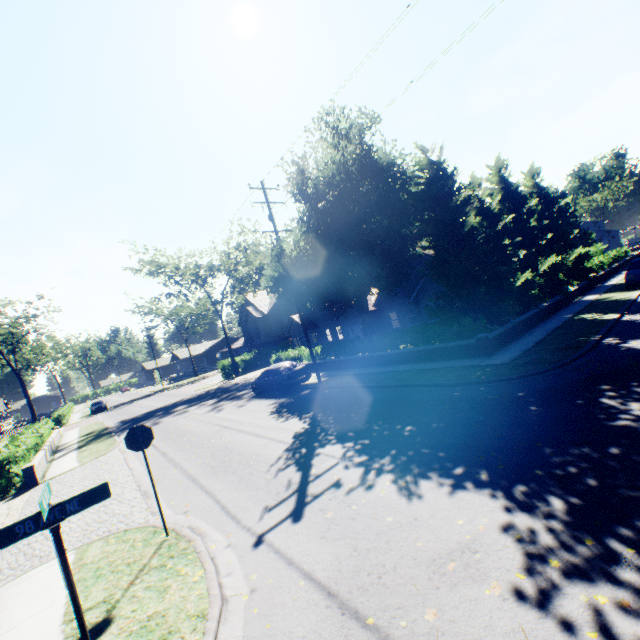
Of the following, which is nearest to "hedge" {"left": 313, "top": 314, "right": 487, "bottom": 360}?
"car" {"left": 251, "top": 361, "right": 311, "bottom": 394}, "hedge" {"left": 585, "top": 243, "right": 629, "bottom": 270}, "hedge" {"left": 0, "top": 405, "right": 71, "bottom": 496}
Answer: "car" {"left": 251, "top": 361, "right": 311, "bottom": 394}

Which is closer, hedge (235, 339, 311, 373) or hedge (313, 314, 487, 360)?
hedge (313, 314, 487, 360)

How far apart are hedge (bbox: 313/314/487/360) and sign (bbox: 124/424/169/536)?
13.04m

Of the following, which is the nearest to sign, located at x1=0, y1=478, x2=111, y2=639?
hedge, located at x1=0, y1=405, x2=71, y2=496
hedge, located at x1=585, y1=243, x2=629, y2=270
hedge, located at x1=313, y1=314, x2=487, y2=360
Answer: hedge, located at x1=313, y1=314, x2=487, y2=360

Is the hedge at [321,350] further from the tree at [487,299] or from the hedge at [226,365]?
the hedge at [226,365]

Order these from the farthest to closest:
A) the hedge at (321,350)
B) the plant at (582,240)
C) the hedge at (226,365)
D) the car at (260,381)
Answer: the plant at (582,240), the hedge at (226,365), the car at (260,381), the hedge at (321,350)

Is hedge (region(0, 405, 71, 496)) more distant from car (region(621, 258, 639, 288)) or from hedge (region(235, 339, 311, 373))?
car (region(621, 258, 639, 288))

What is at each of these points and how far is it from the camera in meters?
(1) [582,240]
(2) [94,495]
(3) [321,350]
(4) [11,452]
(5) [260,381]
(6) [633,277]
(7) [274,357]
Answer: (1) plant, 59.7
(2) sign, 3.4
(3) hedge, 23.0
(4) hedge, 14.2
(5) car, 20.5
(6) car, 19.0
(7) hedge, 29.0
